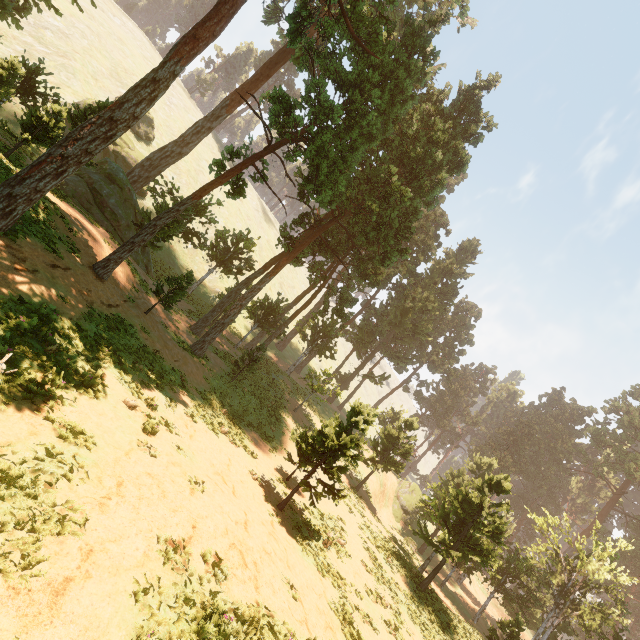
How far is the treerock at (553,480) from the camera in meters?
57.6

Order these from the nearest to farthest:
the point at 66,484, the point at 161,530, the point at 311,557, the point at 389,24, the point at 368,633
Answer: the point at 66,484 → the point at 161,530 → the point at 368,633 → the point at 311,557 → the point at 389,24

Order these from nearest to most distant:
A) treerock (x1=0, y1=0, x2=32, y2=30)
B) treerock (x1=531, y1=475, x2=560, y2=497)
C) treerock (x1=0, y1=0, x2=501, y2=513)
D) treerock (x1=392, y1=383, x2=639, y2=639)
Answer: treerock (x1=0, y1=0, x2=501, y2=513)
treerock (x1=0, y1=0, x2=32, y2=30)
treerock (x1=392, y1=383, x2=639, y2=639)
treerock (x1=531, y1=475, x2=560, y2=497)

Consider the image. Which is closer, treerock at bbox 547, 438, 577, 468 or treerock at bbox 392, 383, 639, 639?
treerock at bbox 392, 383, 639, 639

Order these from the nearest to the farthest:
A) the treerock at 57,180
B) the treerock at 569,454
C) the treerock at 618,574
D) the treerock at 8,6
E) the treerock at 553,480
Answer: the treerock at 57,180 < the treerock at 8,6 < the treerock at 618,574 < the treerock at 553,480 < the treerock at 569,454

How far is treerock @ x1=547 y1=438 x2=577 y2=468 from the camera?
58.7m
